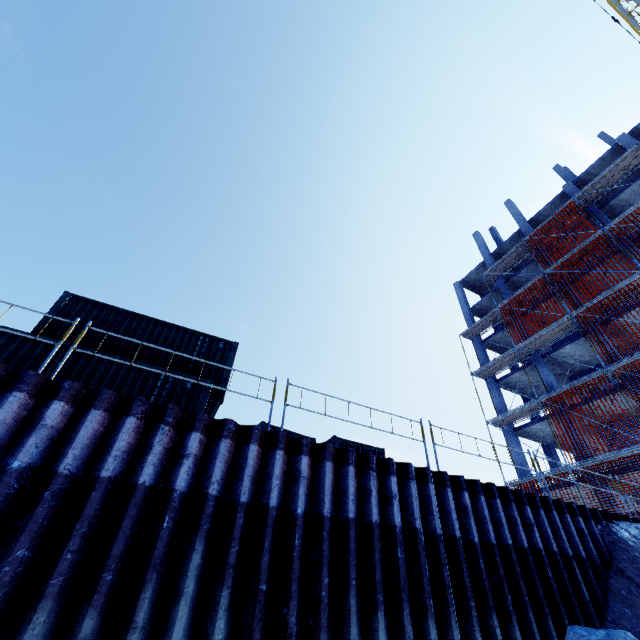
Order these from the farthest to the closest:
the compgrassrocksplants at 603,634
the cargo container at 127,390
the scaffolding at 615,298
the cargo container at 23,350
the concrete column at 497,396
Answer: the concrete column at 497,396 < the scaffolding at 615,298 < the cargo container at 127,390 < the cargo container at 23,350 < the compgrassrocksplants at 603,634

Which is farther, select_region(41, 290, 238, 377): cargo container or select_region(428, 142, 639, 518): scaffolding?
select_region(428, 142, 639, 518): scaffolding

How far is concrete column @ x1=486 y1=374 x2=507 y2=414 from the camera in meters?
24.2

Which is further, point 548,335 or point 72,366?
point 548,335

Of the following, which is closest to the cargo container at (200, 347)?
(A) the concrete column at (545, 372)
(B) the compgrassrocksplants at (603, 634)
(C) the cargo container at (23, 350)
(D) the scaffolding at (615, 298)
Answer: (C) the cargo container at (23, 350)

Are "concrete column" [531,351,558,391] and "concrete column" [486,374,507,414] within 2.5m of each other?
no

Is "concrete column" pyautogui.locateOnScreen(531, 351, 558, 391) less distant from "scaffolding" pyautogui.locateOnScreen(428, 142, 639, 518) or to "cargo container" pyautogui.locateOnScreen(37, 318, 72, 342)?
"scaffolding" pyautogui.locateOnScreen(428, 142, 639, 518)

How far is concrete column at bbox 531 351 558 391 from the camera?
21.5 meters
